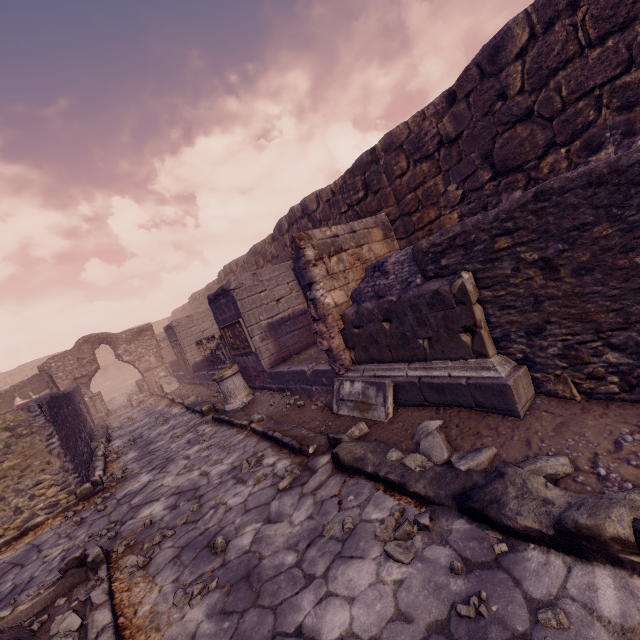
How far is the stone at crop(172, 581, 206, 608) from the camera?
2.56m

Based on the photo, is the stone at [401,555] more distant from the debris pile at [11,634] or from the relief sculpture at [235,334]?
the relief sculpture at [235,334]

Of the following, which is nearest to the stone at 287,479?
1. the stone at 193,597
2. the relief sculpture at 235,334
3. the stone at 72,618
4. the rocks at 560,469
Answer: the stone at 193,597

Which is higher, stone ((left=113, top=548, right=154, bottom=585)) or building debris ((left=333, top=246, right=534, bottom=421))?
building debris ((left=333, top=246, right=534, bottom=421))

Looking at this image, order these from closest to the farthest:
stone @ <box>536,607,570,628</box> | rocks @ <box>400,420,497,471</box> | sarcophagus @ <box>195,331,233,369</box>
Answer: stone @ <box>536,607,570,628</box>, rocks @ <box>400,420,497,471</box>, sarcophagus @ <box>195,331,233,369</box>

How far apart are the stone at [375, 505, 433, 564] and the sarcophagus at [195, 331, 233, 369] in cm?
846

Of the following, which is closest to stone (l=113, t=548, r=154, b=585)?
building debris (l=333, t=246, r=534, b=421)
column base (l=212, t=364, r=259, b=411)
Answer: building debris (l=333, t=246, r=534, b=421)

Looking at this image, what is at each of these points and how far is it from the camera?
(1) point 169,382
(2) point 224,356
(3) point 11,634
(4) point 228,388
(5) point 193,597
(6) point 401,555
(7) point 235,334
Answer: (1) building debris, 15.9m
(2) sarcophagus, 10.5m
(3) debris pile, 2.7m
(4) column base, 7.7m
(5) stone, 2.6m
(6) stone, 2.3m
(7) relief sculpture, 8.3m
